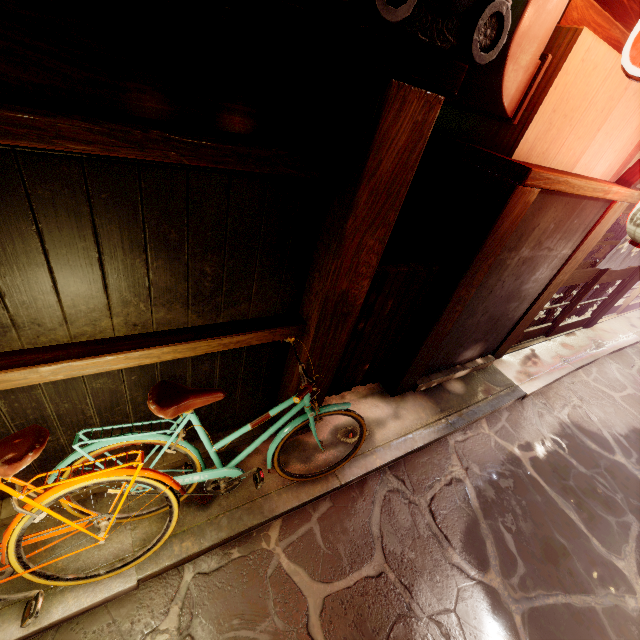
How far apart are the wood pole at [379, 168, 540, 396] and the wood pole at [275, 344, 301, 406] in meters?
2.2 m

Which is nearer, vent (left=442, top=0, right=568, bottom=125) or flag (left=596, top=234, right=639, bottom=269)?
vent (left=442, top=0, right=568, bottom=125)

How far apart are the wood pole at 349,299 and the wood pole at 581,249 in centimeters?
641cm

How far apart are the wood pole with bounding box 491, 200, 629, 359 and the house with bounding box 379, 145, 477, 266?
3.9 meters

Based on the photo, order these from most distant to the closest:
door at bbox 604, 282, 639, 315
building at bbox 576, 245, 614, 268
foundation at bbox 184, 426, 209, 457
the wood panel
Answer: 1. door at bbox 604, 282, 639, 315
2. building at bbox 576, 245, 614, 268
3. foundation at bbox 184, 426, 209, 457
4. the wood panel

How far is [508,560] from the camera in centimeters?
592cm

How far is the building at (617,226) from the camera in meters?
12.5

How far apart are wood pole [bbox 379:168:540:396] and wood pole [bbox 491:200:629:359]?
3.4m
